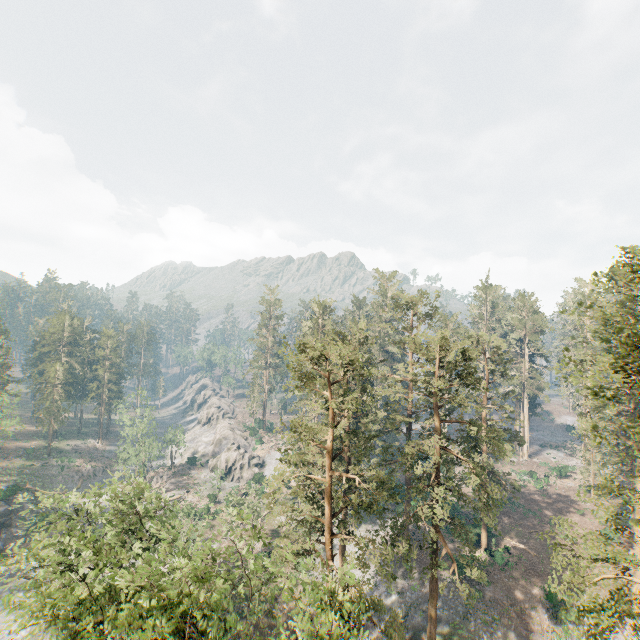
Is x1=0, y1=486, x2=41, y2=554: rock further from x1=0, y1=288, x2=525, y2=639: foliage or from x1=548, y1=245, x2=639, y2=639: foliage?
x1=0, y1=288, x2=525, y2=639: foliage

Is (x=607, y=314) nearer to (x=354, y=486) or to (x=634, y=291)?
(x=354, y=486)

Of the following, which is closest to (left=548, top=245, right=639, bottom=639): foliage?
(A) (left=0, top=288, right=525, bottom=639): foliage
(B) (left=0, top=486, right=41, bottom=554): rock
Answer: (A) (left=0, top=288, right=525, bottom=639): foliage

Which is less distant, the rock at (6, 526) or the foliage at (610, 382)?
the foliage at (610, 382)

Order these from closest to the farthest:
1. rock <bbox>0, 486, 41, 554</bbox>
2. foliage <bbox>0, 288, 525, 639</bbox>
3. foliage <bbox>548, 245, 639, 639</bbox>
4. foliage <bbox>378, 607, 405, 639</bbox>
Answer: foliage <bbox>548, 245, 639, 639</bbox> → foliage <bbox>0, 288, 525, 639</bbox> → foliage <bbox>378, 607, 405, 639</bbox> → rock <bbox>0, 486, 41, 554</bbox>

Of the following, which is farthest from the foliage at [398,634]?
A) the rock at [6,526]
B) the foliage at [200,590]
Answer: the rock at [6,526]

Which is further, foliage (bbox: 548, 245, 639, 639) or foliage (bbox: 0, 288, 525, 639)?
foliage (bbox: 0, 288, 525, 639)
